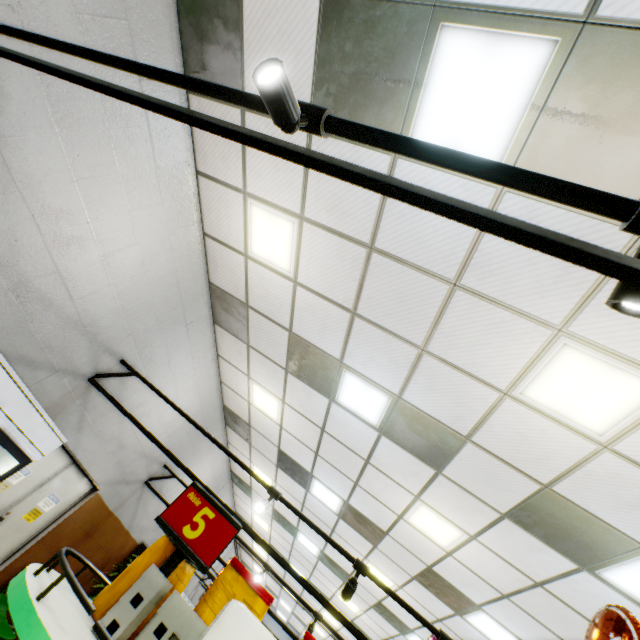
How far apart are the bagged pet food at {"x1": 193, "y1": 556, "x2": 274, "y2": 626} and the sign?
0.1m

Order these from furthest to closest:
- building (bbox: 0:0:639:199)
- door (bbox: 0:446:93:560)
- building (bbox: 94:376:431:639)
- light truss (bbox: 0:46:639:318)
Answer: building (bbox: 94:376:431:639) → door (bbox: 0:446:93:560) → building (bbox: 0:0:639:199) → light truss (bbox: 0:46:639:318)

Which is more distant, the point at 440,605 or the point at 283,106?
the point at 440,605

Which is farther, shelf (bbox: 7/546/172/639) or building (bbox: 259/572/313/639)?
building (bbox: 259/572/313/639)

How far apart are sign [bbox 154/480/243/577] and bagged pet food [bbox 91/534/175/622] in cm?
7

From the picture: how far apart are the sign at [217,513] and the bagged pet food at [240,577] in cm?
15

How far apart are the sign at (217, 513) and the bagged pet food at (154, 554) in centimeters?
7cm

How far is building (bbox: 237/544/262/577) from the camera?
15.3 meters
